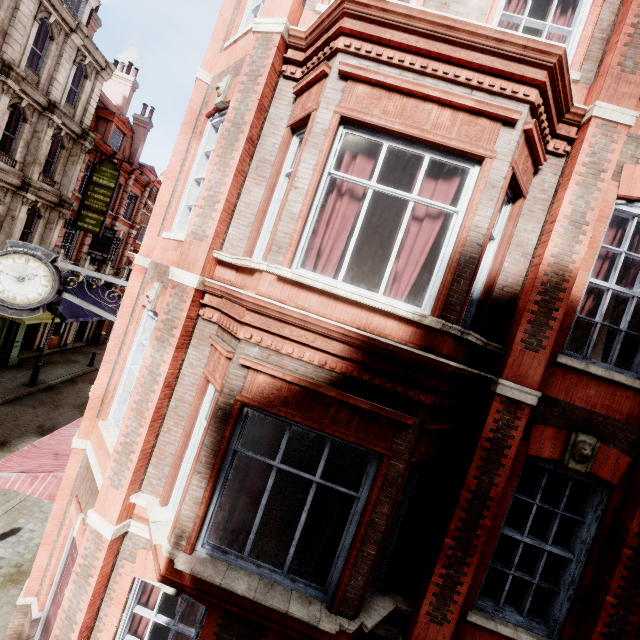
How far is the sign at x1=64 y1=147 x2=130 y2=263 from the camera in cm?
1877

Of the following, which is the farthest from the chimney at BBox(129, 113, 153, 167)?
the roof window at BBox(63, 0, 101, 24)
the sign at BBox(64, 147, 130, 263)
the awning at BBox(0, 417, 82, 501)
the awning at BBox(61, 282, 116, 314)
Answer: the awning at BBox(0, 417, 82, 501)

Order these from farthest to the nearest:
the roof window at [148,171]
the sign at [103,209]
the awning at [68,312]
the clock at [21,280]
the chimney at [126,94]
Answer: the roof window at [148,171] → the chimney at [126,94] → the sign at [103,209] → the awning at [68,312] → the clock at [21,280]

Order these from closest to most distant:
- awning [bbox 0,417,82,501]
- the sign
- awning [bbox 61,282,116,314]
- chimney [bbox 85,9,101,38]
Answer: awning [bbox 0,417,82,501] → chimney [bbox 85,9,101,38] → the sign → awning [bbox 61,282,116,314]

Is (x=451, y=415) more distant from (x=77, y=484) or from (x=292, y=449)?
(x=77, y=484)

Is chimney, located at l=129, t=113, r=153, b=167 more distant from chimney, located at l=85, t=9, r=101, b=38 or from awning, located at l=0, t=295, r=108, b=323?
awning, located at l=0, t=295, r=108, b=323

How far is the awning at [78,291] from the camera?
21.1m

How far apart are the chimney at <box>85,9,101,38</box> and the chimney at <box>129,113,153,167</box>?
6.8m
